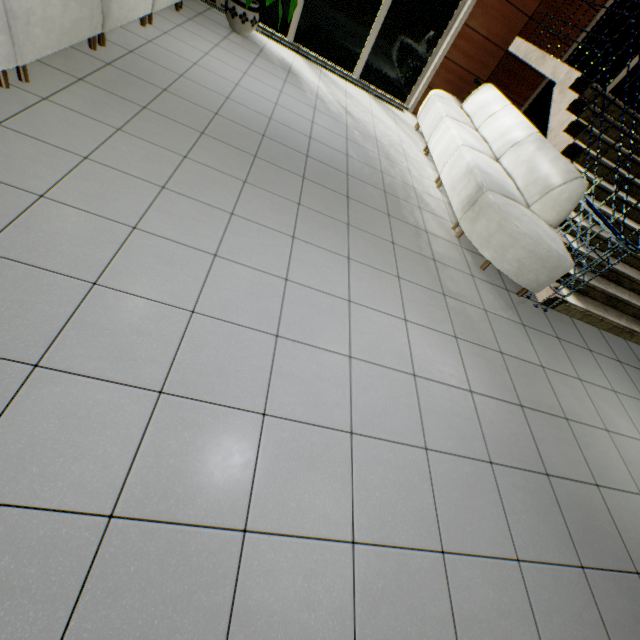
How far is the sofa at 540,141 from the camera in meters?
3.3

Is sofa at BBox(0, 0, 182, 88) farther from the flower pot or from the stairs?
the stairs

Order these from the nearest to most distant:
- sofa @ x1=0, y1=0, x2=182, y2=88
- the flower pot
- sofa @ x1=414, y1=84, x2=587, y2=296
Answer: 1. sofa @ x1=0, y1=0, x2=182, y2=88
2. sofa @ x1=414, y1=84, x2=587, y2=296
3. the flower pot

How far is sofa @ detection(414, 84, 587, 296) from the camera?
3.3 meters

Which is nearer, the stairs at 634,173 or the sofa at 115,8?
the sofa at 115,8

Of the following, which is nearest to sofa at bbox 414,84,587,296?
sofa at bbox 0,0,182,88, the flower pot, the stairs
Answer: the stairs

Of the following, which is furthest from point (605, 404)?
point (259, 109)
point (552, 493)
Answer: point (259, 109)

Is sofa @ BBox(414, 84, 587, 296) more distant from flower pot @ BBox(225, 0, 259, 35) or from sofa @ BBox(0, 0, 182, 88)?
sofa @ BBox(0, 0, 182, 88)
